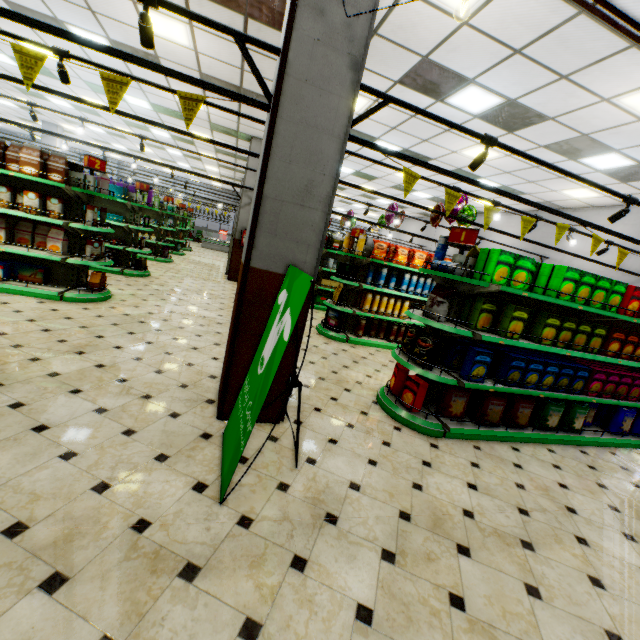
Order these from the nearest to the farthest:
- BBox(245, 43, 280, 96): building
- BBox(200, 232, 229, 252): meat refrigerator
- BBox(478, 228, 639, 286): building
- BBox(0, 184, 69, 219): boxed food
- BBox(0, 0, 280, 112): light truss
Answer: BBox(0, 0, 280, 112): light truss < BBox(245, 43, 280, 96): building < BBox(0, 184, 69, 219): boxed food < BBox(478, 228, 639, 286): building < BBox(200, 232, 229, 252): meat refrigerator

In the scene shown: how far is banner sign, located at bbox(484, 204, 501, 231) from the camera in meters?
3.6 m

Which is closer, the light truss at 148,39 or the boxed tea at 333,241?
the light truss at 148,39

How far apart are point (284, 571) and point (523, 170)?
10.0 meters

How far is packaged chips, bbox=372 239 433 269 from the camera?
7.0 meters

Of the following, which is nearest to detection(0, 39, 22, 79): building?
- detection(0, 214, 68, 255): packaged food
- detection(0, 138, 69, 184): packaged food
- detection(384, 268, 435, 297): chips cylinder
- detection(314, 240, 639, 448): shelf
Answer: detection(314, 240, 639, 448): shelf

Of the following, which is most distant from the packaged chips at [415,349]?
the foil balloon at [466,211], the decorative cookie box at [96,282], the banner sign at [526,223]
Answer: the decorative cookie box at [96,282]

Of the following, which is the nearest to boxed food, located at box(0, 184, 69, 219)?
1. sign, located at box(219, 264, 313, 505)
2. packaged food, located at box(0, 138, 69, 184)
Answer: packaged food, located at box(0, 138, 69, 184)
